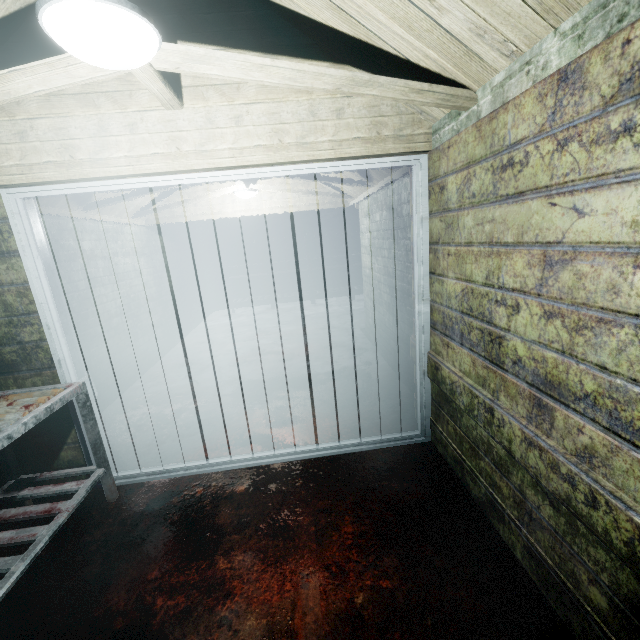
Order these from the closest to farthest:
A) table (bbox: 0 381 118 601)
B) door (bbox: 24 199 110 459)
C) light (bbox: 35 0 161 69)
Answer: light (bbox: 35 0 161 69) < table (bbox: 0 381 118 601) < door (bbox: 24 199 110 459)

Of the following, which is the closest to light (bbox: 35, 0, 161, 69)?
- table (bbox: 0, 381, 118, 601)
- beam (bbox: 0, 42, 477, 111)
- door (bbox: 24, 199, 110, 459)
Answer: beam (bbox: 0, 42, 477, 111)

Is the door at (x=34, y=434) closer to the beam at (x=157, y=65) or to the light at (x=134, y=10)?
the beam at (x=157, y=65)

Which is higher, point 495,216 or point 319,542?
point 495,216

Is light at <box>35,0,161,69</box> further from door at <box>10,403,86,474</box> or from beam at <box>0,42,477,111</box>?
door at <box>10,403,86,474</box>

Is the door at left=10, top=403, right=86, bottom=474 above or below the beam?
below

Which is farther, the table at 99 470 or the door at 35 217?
the door at 35 217

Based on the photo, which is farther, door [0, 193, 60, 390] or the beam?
door [0, 193, 60, 390]
